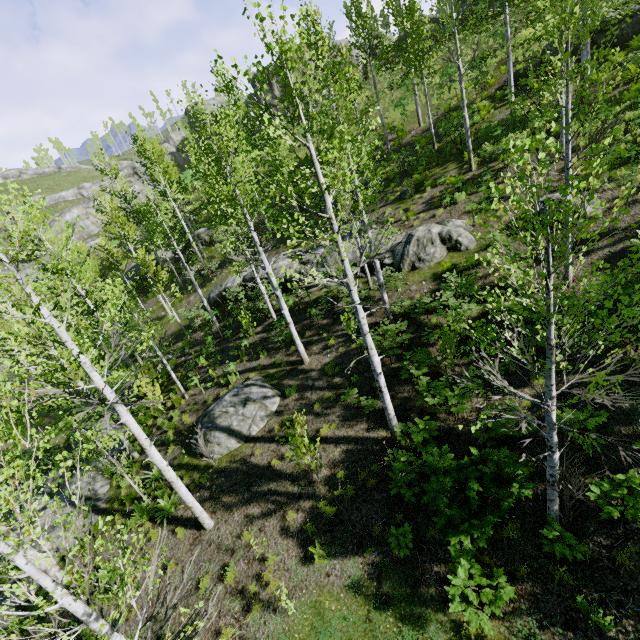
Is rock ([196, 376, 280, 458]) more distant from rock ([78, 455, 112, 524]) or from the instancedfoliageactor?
rock ([78, 455, 112, 524])

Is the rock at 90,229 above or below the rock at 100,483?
above

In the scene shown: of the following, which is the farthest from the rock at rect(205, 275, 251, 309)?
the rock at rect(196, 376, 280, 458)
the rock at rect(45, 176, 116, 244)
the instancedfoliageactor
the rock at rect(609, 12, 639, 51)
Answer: the rock at rect(45, 176, 116, 244)

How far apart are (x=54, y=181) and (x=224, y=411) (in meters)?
68.68

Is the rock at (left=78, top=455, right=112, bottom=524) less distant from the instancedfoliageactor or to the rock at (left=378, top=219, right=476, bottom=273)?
the instancedfoliageactor

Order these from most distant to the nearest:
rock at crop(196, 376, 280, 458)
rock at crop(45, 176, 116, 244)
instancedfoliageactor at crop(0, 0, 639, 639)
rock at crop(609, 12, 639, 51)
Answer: rock at crop(45, 176, 116, 244) < rock at crop(609, 12, 639, 51) < rock at crop(196, 376, 280, 458) < instancedfoliageactor at crop(0, 0, 639, 639)

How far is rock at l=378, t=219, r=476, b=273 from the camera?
13.77m

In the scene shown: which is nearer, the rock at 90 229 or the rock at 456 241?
the rock at 456 241
